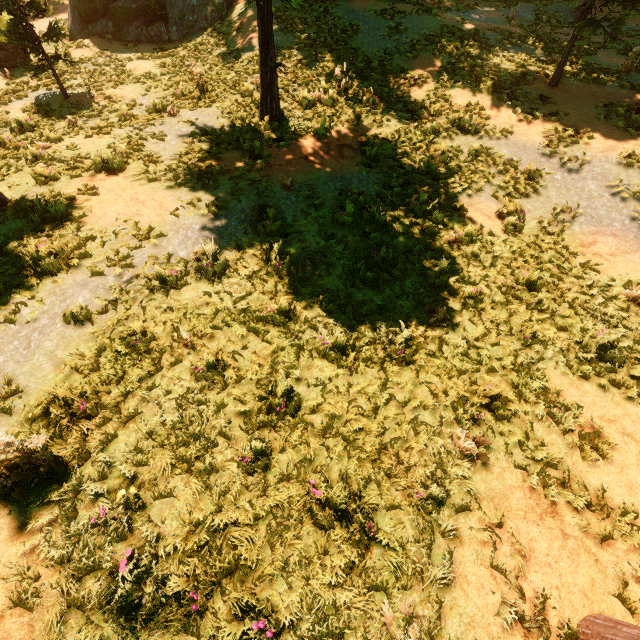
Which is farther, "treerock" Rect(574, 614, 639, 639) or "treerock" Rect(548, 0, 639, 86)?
"treerock" Rect(548, 0, 639, 86)

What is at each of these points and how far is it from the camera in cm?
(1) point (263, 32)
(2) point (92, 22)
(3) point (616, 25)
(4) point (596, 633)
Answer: (1) treerock, 867
(2) treerock, 1594
(3) treerock, 878
(4) treerock, 328

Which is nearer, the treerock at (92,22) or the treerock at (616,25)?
the treerock at (616,25)

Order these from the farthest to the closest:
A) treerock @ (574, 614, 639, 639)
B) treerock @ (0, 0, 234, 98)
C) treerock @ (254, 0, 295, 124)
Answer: treerock @ (0, 0, 234, 98) → treerock @ (254, 0, 295, 124) → treerock @ (574, 614, 639, 639)

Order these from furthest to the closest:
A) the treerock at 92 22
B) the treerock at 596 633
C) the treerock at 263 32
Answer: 1. the treerock at 92 22
2. the treerock at 263 32
3. the treerock at 596 633

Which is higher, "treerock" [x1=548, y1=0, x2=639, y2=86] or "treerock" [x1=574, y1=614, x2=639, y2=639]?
"treerock" [x1=548, y1=0, x2=639, y2=86]
